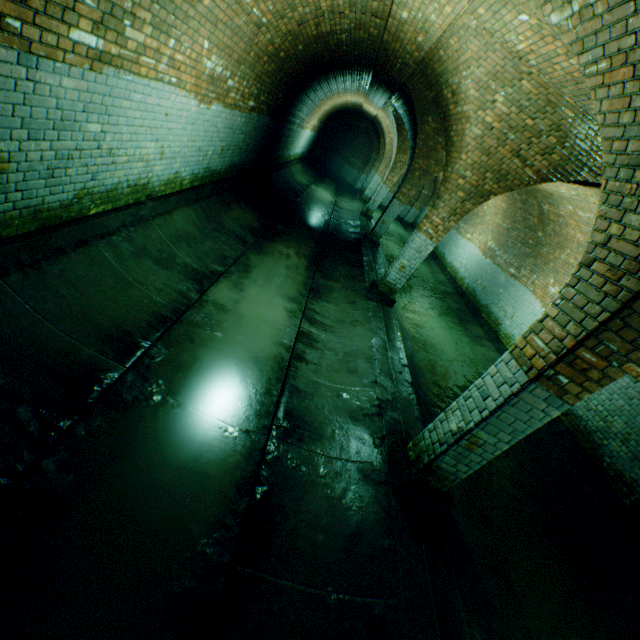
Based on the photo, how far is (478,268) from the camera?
13.7 meters
